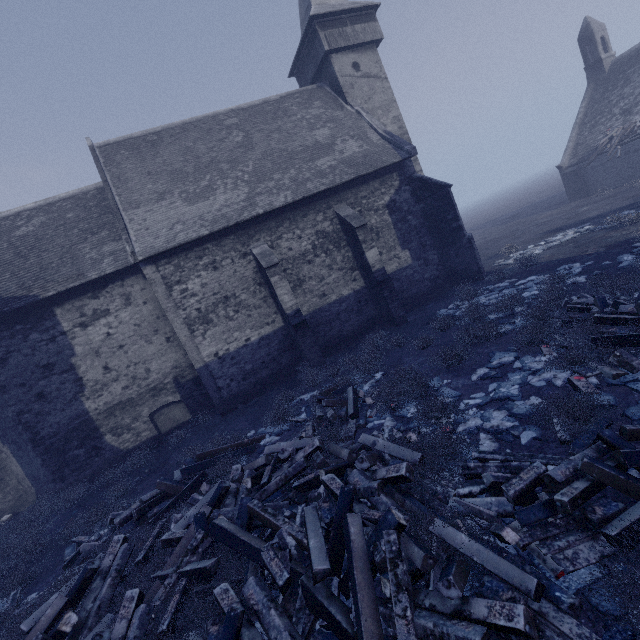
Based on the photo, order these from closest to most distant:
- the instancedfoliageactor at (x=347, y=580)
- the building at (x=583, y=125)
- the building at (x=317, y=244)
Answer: the instancedfoliageactor at (x=347, y=580) → the building at (x=317, y=244) → the building at (x=583, y=125)

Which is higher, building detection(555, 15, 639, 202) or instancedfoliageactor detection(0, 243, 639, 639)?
building detection(555, 15, 639, 202)

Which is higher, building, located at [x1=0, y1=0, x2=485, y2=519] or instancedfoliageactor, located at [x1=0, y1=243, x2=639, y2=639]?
building, located at [x1=0, y1=0, x2=485, y2=519]

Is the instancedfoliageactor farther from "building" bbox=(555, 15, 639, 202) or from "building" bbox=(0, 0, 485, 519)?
"building" bbox=(555, 15, 639, 202)

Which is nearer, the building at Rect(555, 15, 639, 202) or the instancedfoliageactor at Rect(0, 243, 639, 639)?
the instancedfoliageactor at Rect(0, 243, 639, 639)

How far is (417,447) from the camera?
5.47m

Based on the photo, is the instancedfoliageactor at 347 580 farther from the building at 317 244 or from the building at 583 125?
the building at 583 125
